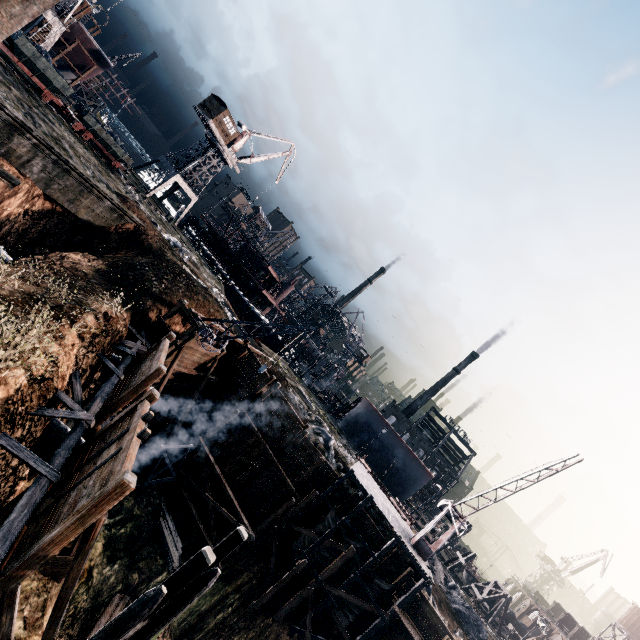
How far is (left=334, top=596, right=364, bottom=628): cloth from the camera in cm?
2225

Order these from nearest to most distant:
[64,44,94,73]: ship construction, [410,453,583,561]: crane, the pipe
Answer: the pipe, [410,453,583,561]: crane, [64,44,94,73]: ship construction

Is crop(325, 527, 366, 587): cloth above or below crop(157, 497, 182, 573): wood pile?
above

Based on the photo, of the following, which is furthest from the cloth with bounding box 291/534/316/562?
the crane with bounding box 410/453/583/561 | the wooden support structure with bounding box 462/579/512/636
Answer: the wooden support structure with bounding box 462/579/512/636

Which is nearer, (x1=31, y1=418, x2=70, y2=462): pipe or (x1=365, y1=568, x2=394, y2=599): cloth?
(x1=31, y1=418, x2=70, y2=462): pipe

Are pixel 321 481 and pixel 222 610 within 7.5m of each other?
no

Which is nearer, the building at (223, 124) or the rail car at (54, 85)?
the rail car at (54, 85)

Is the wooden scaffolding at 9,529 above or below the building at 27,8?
below
